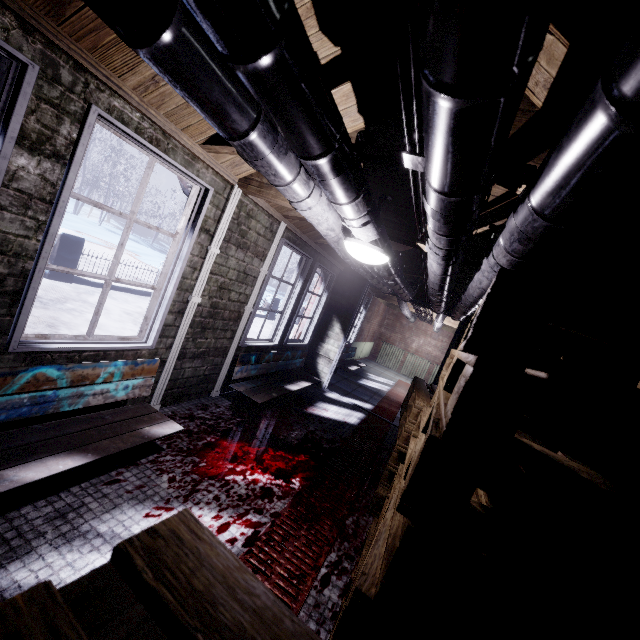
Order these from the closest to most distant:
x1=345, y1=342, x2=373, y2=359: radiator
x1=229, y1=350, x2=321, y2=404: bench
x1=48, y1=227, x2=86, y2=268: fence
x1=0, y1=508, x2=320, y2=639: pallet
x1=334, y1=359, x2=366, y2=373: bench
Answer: x1=0, y1=508, x2=320, y2=639: pallet < x1=229, y1=350, x2=321, y2=404: bench < x1=48, y1=227, x2=86, y2=268: fence < x1=334, y1=359, x2=366, y2=373: bench < x1=345, y1=342, x2=373, y2=359: radiator

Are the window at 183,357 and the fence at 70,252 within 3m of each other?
no

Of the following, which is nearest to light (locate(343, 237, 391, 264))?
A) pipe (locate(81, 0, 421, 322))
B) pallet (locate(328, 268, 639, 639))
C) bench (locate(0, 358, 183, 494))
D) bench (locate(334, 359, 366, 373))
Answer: pipe (locate(81, 0, 421, 322))

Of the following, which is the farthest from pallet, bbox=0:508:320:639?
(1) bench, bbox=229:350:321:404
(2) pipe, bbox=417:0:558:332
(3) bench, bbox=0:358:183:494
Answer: Result: (1) bench, bbox=229:350:321:404

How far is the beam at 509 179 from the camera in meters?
1.5

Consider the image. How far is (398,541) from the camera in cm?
76

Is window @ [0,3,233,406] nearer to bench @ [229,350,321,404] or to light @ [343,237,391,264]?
bench @ [229,350,321,404]

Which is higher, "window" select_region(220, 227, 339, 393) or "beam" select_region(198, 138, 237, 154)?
"beam" select_region(198, 138, 237, 154)
